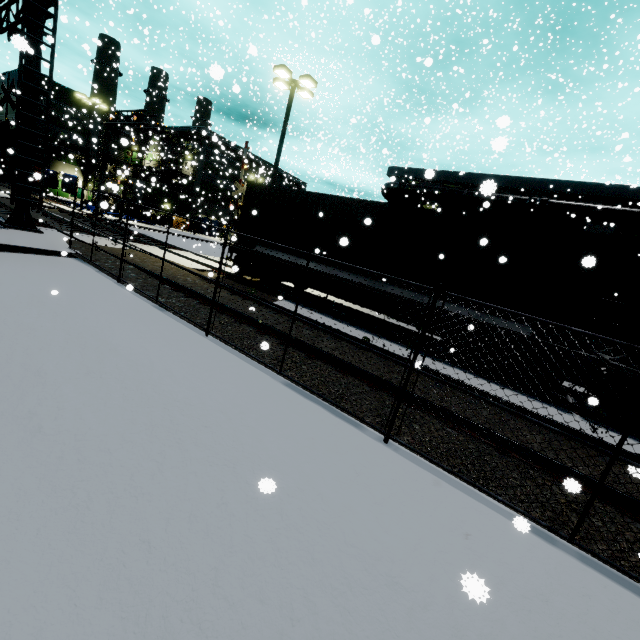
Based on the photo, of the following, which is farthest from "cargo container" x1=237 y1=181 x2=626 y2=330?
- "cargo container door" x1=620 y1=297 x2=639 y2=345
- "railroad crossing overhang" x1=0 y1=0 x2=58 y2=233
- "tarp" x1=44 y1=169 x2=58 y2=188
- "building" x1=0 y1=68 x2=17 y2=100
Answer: "tarp" x1=44 y1=169 x2=58 y2=188

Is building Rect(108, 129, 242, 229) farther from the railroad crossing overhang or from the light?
the railroad crossing overhang

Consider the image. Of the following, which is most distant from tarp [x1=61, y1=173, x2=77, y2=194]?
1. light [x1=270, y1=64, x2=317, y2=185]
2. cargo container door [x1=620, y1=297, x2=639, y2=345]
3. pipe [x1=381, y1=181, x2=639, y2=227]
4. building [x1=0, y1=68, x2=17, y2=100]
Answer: cargo container door [x1=620, y1=297, x2=639, y2=345]

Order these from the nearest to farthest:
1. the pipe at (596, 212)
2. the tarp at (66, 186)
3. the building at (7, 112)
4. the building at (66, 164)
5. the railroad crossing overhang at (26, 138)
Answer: the railroad crossing overhang at (26, 138) → the pipe at (596, 212) → the tarp at (66, 186) → the building at (7, 112) → the building at (66, 164)

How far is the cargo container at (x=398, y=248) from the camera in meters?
7.4

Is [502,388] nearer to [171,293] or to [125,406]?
[125,406]

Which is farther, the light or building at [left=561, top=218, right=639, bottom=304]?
the light

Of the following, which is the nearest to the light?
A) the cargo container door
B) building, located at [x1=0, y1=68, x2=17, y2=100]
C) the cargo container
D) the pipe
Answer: the cargo container
